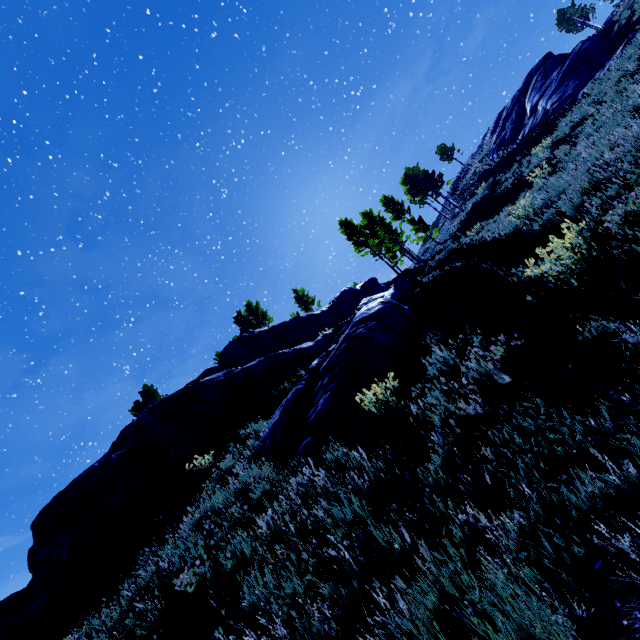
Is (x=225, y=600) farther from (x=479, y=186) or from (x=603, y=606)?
(x=479, y=186)

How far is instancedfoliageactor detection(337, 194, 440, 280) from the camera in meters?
27.1 m

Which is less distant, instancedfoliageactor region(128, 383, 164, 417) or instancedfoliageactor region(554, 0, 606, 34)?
instancedfoliageactor region(128, 383, 164, 417)

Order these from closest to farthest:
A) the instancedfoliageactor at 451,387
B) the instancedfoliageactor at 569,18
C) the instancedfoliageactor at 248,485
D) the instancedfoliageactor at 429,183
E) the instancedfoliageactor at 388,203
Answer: the instancedfoliageactor at 451,387
the instancedfoliageactor at 248,485
the instancedfoliageactor at 388,203
the instancedfoliageactor at 569,18
the instancedfoliageactor at 429,183

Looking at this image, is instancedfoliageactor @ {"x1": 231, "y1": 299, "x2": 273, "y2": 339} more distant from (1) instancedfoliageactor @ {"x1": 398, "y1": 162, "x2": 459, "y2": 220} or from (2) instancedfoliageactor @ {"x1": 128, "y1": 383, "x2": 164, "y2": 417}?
(1) instancedfoliageactor @ {"x1": 398, "y1": 162, "x2": 459, "y2": 220}

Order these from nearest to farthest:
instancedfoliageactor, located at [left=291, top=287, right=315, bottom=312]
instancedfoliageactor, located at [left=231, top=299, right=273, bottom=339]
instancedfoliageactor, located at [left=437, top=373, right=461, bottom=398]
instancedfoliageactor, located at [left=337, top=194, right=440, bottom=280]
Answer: instancedfoliageactor, located at [left=437, top=373, right=461, bottom=398] → instancedfoliageactor, located at [left=337, top=194, right=440, bottom=280] → instancedfoliageactor, located at [left=231, top=299, right=273, bottom=339] → instancedfoliageactor, located at [left=291, top=287, right=315, bottom=312]

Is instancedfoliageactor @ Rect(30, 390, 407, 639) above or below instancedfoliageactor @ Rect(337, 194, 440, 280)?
below

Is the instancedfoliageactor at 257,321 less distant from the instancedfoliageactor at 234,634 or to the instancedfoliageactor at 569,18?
the instancedfoliageactor at 234,634
